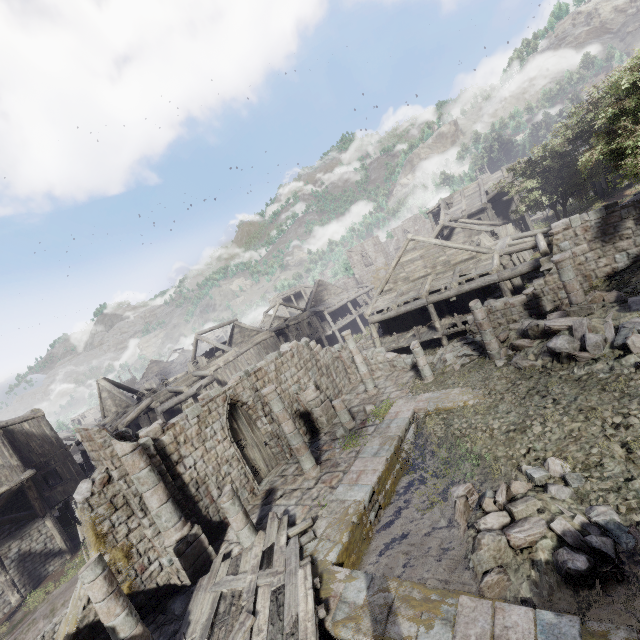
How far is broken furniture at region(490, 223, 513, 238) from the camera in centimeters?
2355cm

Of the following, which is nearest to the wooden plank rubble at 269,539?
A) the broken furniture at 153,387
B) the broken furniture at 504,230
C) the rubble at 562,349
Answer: the rubble at 562,349

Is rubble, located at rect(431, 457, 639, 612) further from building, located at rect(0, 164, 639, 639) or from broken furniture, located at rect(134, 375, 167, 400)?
broken furniture, located at rect(134, 375, 167, 400)

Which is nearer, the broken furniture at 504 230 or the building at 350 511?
the building at 350 511

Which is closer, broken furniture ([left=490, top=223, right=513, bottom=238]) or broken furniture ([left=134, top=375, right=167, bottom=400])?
broken furniture ([left=490, top=223, right=513, bottom=238])

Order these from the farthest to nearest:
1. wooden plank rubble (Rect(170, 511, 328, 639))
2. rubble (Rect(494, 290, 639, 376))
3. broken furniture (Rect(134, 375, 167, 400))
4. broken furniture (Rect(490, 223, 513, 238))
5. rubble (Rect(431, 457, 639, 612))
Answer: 1. broken furniture (Rect(134, 375, 167, 400))
2. broken furniture (Rect(490, 223, 513, 238))
3. rubble (Rect(494, 290, 639, 376))
4. wooden plank rubble (Rect(170, 511, 328, 639))
5. rubble (Rect(431, 457, 639, 612))

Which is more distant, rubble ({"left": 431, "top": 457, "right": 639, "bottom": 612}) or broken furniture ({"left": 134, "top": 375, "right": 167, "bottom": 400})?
broken furniture ({"left": 134, "top": 375, "right": 167, "bottom": 400})

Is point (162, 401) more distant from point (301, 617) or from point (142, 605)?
point (301, 617)
